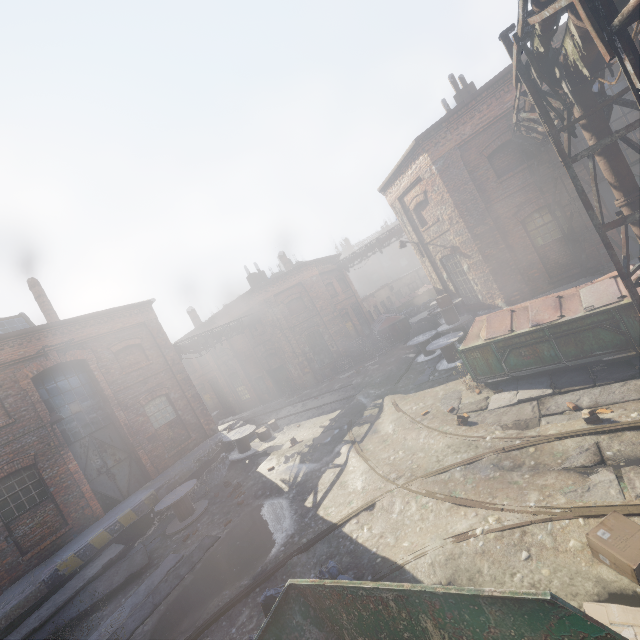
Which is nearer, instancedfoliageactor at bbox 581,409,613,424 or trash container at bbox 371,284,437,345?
instancedfoliageactor at bbox 581,409,613,424

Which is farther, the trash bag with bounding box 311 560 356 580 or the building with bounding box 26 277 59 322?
the building with bounding box 26 277 59 322

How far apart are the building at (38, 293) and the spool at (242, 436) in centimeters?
947cm

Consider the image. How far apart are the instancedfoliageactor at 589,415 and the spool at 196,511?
11.47m

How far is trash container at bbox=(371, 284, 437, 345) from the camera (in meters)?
21.67

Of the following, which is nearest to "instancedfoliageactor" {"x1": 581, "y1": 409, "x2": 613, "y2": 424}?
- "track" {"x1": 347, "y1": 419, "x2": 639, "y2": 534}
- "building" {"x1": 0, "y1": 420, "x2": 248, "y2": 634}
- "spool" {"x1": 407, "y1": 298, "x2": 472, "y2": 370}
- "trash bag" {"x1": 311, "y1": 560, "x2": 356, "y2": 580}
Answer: "track" {"x1": 347, "y1": 419, "x2": 639, "y2": 534}

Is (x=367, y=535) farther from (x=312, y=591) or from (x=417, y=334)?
(x=417, y=334)

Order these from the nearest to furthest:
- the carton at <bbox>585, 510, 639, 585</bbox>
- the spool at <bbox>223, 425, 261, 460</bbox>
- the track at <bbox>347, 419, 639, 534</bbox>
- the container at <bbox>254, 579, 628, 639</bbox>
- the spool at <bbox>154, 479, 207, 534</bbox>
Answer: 1. the container at <bbox>254, 579, 628, 639</bbox>
2. the carton at <bbox>585, 510, 639, 585</bbox>
3. the track at <bbox>347, 419, 639, 534</bbox>
4. the spool at <bbox>154, 479, 207, 534</bbox>
5. the spool at <bbox>223, 425, 261, 460</bbox>
